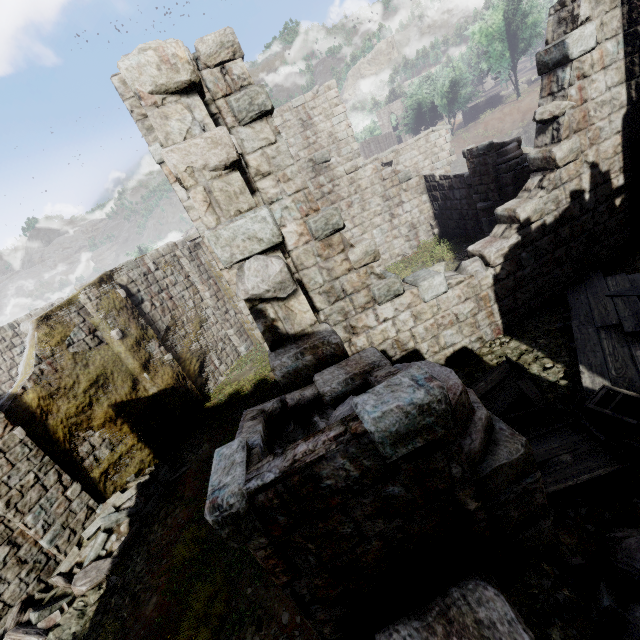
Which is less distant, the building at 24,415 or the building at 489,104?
the building at 24,415

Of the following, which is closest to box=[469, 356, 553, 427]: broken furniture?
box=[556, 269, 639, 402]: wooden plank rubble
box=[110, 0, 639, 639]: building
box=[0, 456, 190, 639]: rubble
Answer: box=[556, 269, 639, 402]: wooden plank rubble

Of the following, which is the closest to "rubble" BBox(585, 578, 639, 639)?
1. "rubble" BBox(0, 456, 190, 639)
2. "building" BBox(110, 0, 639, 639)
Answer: "building" BBox(110, 0, 639, 639)

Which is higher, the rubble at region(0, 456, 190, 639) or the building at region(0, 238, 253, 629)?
the building at region(0, 238, 253, 629)

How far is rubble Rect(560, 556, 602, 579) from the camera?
3.9 meters

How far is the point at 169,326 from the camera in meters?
13.1

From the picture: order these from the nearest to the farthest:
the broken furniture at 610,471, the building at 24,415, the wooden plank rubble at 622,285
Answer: the broken furniture at 610,471
the wooden plank rubble at 622,285
the building at 24,415

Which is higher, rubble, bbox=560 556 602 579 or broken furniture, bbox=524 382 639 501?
broken furniture, bbox=524 382 639 501
